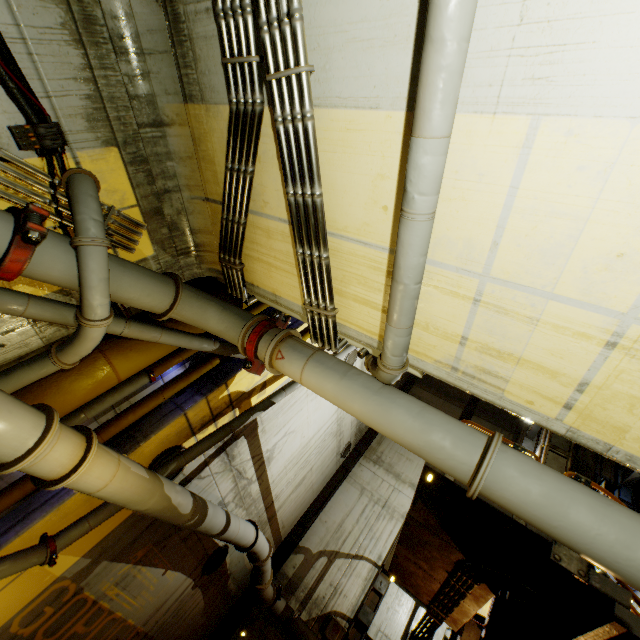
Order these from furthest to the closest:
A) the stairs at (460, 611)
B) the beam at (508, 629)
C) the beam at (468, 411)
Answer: the beam at (468, 411) < the stairs at (460, 611) < the beam at (508, 629)

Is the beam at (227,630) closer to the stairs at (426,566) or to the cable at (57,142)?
the stairs at (426,566)

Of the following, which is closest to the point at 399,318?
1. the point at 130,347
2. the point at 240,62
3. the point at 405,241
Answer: the point at 405,241

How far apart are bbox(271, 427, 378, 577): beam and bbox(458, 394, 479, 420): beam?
2.8 meters

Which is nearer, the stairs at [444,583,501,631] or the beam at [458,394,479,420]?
the stairs at [444,583,501,631]

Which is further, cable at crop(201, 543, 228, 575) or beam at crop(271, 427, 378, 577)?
beam at crop(271, 427, 378, 577)

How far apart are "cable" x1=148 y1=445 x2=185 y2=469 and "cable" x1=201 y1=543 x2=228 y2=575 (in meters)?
3.82

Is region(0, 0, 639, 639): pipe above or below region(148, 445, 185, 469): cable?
below
